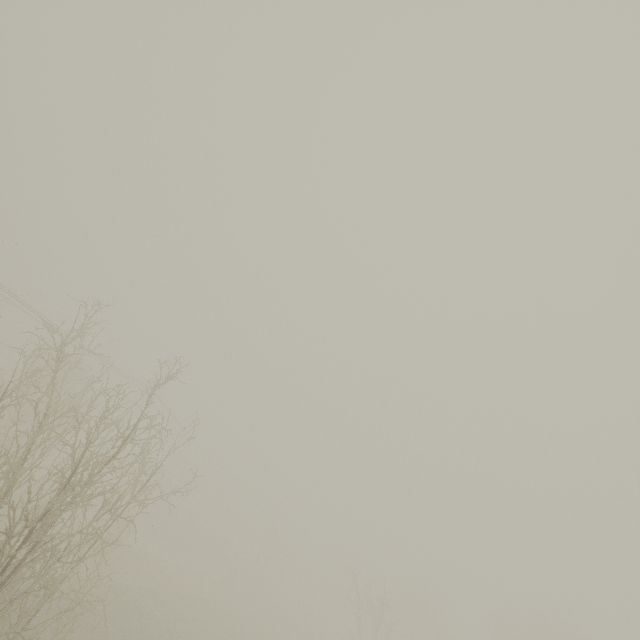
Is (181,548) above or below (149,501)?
below
